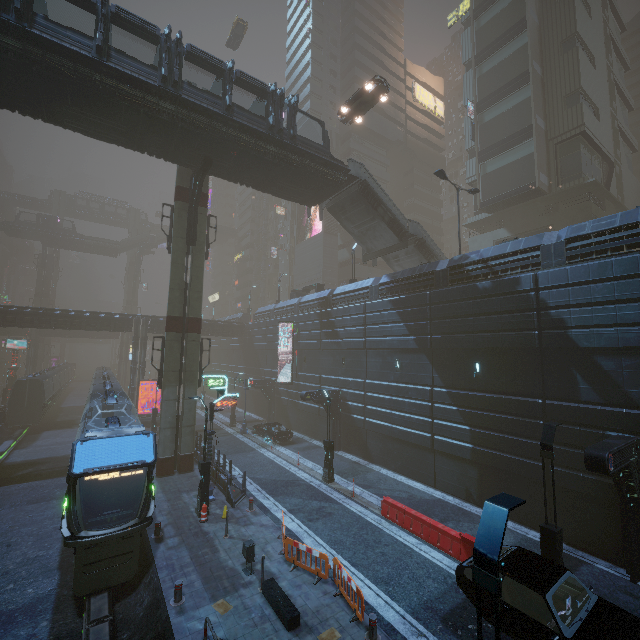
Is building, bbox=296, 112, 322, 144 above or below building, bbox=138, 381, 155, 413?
above

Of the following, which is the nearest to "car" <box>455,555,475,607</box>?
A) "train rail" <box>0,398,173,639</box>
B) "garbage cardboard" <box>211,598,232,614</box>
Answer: "train rail" <box>0,398,173,639</box>

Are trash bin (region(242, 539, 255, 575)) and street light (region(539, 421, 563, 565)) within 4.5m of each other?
no

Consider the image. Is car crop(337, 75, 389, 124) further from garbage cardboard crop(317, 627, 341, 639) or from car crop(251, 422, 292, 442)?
Answer: garbage cardboard crop(317, 627, 341, 639)

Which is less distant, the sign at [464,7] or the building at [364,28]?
the sign at [464,7]

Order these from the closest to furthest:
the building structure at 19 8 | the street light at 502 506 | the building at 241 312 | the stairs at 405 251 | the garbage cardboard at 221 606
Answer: the street light at 502 506 < the garbage cardboard at 221 606 < the building structure at 19 8 < the stairs at 405 251 < the building at 241 312

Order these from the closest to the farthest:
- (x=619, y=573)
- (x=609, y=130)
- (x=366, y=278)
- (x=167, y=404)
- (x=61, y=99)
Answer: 1. (x=619, y=573)
2. (x=61, y=99)
3. (x=167, y=404)
4. (x=609, y=130)
5. (x=366, y=278)

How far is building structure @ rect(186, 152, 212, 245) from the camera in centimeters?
1987cm
